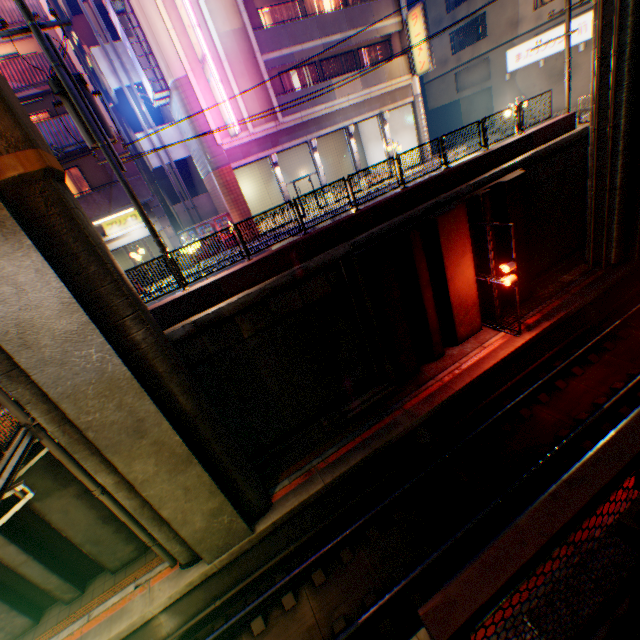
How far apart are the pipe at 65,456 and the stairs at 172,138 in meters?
18.3

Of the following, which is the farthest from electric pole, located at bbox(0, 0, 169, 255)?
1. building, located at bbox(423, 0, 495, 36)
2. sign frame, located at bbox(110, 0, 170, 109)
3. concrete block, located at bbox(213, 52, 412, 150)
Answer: building, located at bbox(423, 0, 495, 36)

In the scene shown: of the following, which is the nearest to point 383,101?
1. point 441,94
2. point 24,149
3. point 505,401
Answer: point 441,94

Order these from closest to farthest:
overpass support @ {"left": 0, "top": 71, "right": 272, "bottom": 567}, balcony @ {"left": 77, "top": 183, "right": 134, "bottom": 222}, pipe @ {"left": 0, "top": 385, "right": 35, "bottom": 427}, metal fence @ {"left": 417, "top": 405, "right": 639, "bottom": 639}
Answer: metal fence @ {"left": 417, "top": 405, "right": 639, "bottom": 639} → overpass support @ {"left": 0, "top": 71, "right": 272, "bottom": 567} → pipe @ {"left": 0, "top": 385, "right": 35, "bottom": 427} → balcony @ {"left": 77, "top": 183, "right": 134, "bottom": 222}

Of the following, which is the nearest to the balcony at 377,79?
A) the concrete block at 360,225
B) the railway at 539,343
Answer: the concrete block at 360,225

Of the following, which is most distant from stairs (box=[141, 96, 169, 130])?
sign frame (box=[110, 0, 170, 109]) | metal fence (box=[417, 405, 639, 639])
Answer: metal fence (box=[417, 405, 639, 639])

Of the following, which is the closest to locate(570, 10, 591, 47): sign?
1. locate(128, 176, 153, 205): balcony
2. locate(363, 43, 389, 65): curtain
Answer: locate(363, 43, 389, 65): curtain

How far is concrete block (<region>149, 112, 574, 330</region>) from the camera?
10.17m
